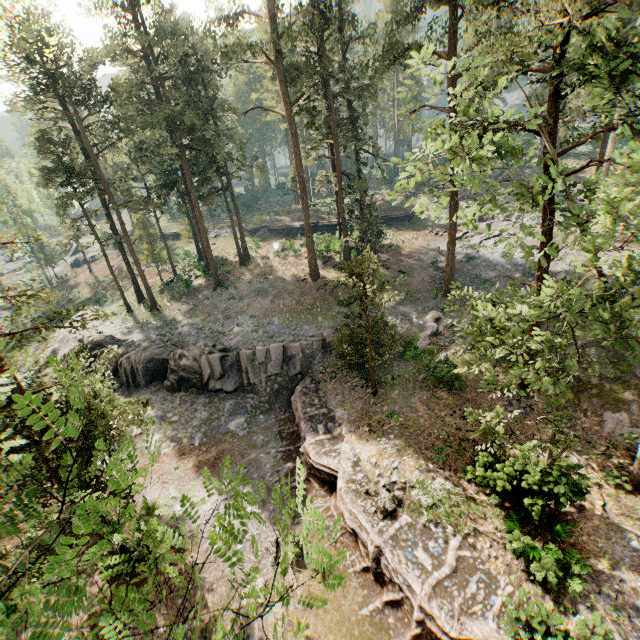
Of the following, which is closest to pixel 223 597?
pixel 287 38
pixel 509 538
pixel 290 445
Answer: pixel 290 445

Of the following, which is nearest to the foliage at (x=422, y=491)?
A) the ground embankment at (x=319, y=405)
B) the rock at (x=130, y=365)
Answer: the ground embankment at (x=319, y=405)

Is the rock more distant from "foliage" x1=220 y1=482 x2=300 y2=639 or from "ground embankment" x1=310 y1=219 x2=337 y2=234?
"ground embankment" x1=310 y1=219 x2=337 y2=234

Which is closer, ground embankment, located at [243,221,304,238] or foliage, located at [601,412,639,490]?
foliage, located at [601,412,639,490]

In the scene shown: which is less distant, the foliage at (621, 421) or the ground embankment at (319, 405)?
the ground embankment at (319, 405)

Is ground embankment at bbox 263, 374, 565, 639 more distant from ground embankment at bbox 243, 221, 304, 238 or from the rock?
ground embankment at bbox 243, 221, 304, 238

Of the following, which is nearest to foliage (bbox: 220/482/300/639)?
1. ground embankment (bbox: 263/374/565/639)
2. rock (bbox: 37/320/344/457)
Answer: ground embankment (bbox: 263/374/565/639)
